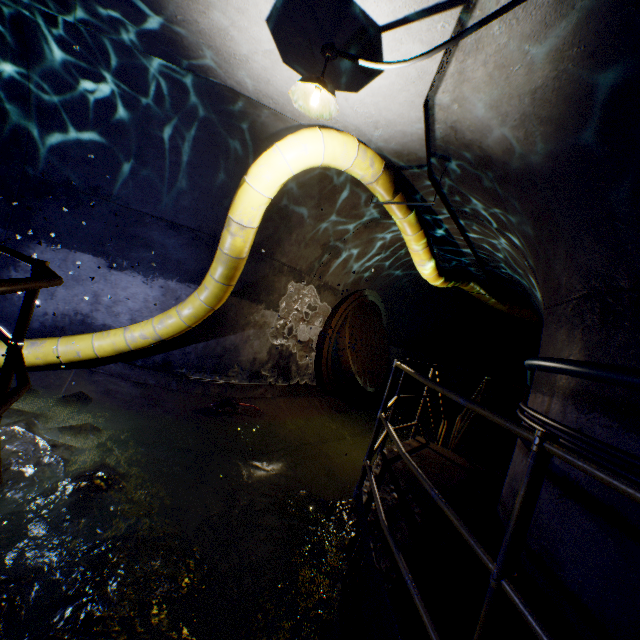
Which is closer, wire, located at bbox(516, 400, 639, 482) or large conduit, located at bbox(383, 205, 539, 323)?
wire, located at bbox(516, 400, 639, 482)

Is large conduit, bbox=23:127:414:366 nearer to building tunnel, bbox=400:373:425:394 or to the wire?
building tunnel, bbox=400:373:425:394

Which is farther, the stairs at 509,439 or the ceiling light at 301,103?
the stairs at 509,439

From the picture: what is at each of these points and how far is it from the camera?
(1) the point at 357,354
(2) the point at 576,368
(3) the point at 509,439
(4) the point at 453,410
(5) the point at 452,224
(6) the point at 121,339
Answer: (1) sewer grate, 8.39m
(2) cable, 2.44m
(3) stairs, 8.40m
(4) building tunnel, 13.02m
(5) building tunnel, 5.79m
(6) large conduit, 4.94m

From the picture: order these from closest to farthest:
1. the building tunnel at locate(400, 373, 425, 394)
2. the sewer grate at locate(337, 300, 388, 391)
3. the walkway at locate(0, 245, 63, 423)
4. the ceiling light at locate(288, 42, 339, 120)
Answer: the walkway at locate(0, 245, 63, 423)
the ceiling light at locate(288, 42, 339, 120)
the sewer grate at locate(337, 300, 388, 391)
the building tunnel at locate(400, 373, 425, 394)

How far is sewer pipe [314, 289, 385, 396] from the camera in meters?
7.8 m

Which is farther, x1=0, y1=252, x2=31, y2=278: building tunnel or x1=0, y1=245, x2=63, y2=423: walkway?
x1=0, y1=252, x2=31, y2=278: building tunnel

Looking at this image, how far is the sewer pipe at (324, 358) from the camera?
7.85m
